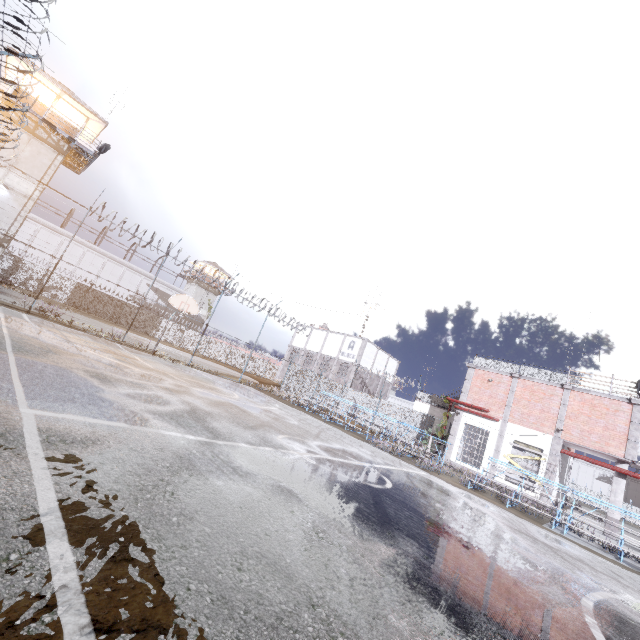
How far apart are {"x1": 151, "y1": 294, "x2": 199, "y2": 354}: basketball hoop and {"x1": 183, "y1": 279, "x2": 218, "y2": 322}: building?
35.4 meters

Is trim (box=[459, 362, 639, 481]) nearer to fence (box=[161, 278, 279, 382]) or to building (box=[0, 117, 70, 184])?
fence (box=[161, 278, 279, 382])

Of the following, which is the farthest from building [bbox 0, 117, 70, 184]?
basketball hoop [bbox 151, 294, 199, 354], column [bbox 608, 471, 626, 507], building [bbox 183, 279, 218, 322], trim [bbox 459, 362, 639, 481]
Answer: column [bbox 608, 471, 626, 507]

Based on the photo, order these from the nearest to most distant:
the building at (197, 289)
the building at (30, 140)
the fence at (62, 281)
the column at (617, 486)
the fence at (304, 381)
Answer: the fence at (62, 281), the column at (617, 486), the building at (30, 140), the fence at (304, 381), the building at (197, 289)

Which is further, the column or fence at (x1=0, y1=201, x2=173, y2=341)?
the column

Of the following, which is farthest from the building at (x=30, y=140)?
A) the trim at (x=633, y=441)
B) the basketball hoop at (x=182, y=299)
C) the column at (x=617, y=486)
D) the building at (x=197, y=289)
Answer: the column at (x=617, y=486)

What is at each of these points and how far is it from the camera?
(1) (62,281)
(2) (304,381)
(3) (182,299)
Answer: (1) fence, 34.22m
(2) fence, 27.52m
(3) basketball hoop, 17.61m

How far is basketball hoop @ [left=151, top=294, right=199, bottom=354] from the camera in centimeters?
1728cm
